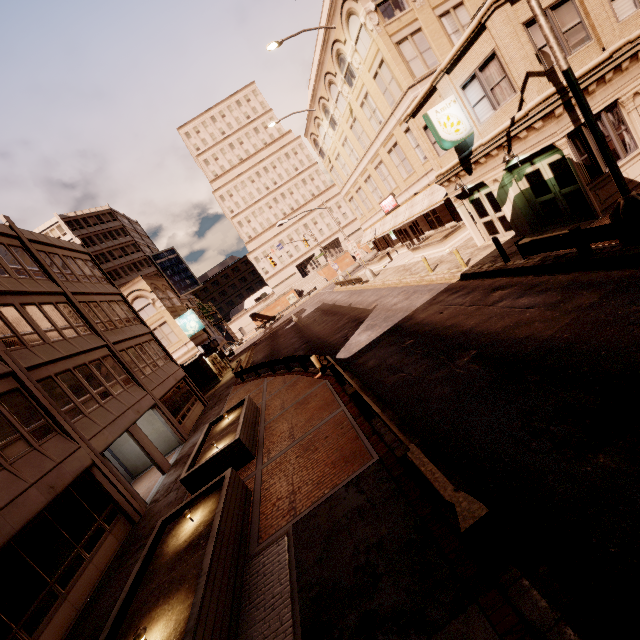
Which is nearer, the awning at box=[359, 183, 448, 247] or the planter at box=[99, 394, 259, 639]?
the planter at box=[99, 394, 259, 639]

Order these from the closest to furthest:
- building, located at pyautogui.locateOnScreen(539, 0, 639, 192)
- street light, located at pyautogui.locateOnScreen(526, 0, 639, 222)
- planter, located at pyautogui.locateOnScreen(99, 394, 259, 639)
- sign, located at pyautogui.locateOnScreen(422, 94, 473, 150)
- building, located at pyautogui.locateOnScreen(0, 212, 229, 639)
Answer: planter, located at pyautogui.locateOnScreen(99, 394, 259, 639) → street light, located at pyautogui.locateOnScreen(526, 0, 639, 222) → building, located at pyautogui.locateOnScreen(0, 212, 229, 639) → building, located at pyautogui.locateOnScreen(539, 0, 639, 192) → sign, located at pyautogui.locateOnScreen(422, 94, 473, 150)

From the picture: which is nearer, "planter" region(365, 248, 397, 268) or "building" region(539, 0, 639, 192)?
"building" region(539, 0, 639, 192)

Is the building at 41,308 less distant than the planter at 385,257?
Yes

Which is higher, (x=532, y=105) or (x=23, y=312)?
(x=23, y=312)

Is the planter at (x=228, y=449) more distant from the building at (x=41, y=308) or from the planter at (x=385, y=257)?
the planter at (x=385, y=257)

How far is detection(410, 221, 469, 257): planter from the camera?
23.2 meters

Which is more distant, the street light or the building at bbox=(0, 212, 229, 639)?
the building at bbox=(0, 212, 229, 639)
